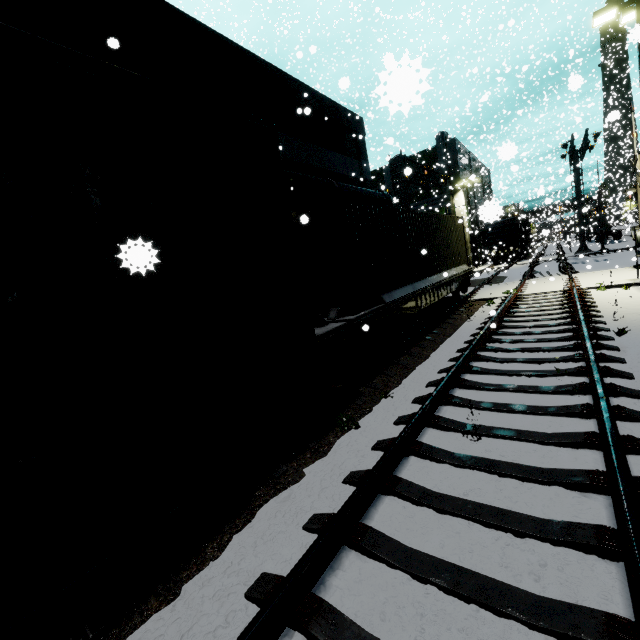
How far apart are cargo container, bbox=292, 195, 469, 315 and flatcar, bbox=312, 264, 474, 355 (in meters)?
0.00

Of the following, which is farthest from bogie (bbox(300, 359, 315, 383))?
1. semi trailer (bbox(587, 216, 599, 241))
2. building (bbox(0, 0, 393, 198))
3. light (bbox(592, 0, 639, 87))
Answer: semi trailer (bbox(587, 216, 599, 241))

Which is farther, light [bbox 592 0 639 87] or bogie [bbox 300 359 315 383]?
light [bbox 592 0 639 87]

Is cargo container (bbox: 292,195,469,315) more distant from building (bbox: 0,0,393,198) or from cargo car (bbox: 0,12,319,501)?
building (bbox: 0,0,393,198)

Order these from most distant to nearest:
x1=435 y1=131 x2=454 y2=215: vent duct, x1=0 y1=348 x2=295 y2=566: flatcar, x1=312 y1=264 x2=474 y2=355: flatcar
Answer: x1=435 y1=131 x2=454 y2=215: vent duct
x1=312 y1=264 x2=474 y2=355: flatcar
x1=0 y1=348 x2=295 y2=566: flatcar

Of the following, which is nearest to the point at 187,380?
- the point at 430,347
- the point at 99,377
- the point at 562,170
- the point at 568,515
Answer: the point at 99,377

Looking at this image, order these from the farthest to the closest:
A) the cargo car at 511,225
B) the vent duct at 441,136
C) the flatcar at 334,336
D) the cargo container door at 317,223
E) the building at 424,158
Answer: the building at 424,158 → the vent duct at 441,136 → the cargo car at 511,225 → the cargo container door at 317,223 → the flatcar at 334,336

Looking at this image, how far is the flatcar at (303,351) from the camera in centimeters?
522cm
